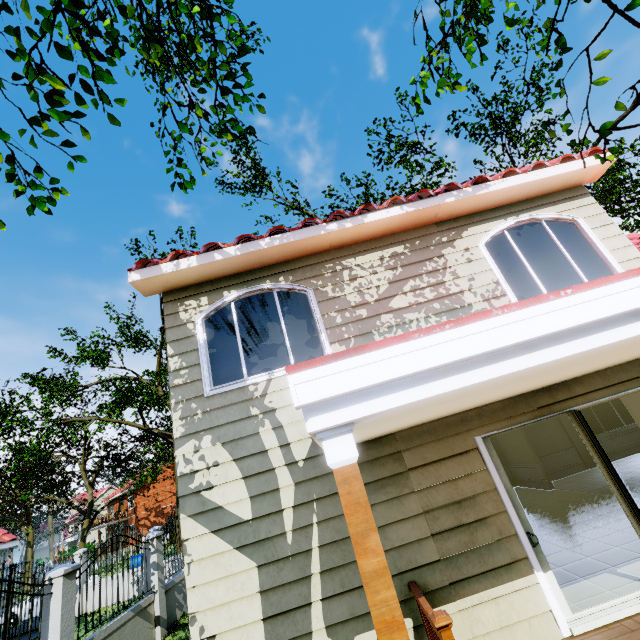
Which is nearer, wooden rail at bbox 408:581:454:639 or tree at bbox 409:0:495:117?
wooden rail at bbox 408:581:454:639

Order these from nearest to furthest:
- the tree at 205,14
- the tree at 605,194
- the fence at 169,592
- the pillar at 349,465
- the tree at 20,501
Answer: the pillar at 349,465 → the tree at 205,14 → the tree at 605,194 → the fence at 169,592 → the tree at 20,501

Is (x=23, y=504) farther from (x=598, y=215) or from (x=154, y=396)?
(x=598, y=215)

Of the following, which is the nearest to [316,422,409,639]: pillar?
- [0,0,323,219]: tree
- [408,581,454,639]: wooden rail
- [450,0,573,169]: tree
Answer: [408,581,454,639]: wooden rail

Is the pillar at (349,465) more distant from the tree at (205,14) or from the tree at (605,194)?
the tree at (605,194)

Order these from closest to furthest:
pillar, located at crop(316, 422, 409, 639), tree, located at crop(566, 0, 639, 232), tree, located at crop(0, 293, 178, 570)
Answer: pillar, located at crop(316, 422, 409, 639) < tree, located at crop(566, 0, 639, 232) < tree, located at crop(0, 293, 178, 570)

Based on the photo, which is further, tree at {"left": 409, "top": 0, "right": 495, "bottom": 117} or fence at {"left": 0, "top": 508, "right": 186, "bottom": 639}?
fence at {"left": 0, "top": 508, "right": 186, "bottom": 639}

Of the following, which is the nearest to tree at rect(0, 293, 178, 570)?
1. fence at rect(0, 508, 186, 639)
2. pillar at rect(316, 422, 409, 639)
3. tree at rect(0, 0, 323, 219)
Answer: fence at rect(0, 508, 186, 639)
